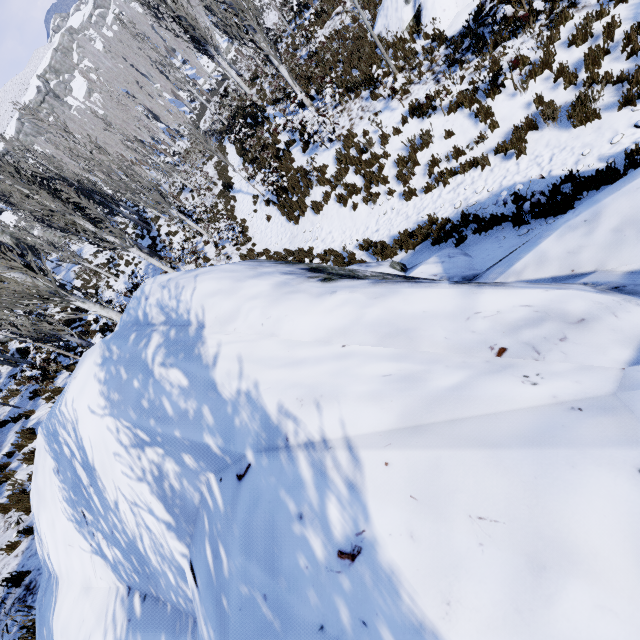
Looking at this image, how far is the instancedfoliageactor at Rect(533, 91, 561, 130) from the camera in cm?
663

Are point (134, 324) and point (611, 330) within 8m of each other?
yes

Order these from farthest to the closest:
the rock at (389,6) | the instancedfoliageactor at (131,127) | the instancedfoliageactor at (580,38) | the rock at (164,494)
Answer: the instancedfoliageactor at (131,127), the rock at (389,6), the instancedfoliageactor at (580,38), the rock at (164,494)

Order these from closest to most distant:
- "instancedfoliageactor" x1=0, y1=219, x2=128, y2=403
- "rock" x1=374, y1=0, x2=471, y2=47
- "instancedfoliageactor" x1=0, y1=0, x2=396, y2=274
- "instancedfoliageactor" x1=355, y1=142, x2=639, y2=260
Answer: "instancedfoliageactor" x1=355, y1=142, x2=639, y2=260 < "instancedfoliageactor" x1=0, y1=219, x2=128, y2=403 < "rock" x1=374, y1=0, x2=471, y2=47 < "instancedfoliageactor" x1=0, y1=0, x2=396, y2=274

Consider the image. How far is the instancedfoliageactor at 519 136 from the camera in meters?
7.1

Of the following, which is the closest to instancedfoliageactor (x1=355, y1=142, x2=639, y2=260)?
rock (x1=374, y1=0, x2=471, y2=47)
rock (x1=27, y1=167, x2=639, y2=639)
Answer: rock (x1=27, y1=167, x2=639, y2=639)
